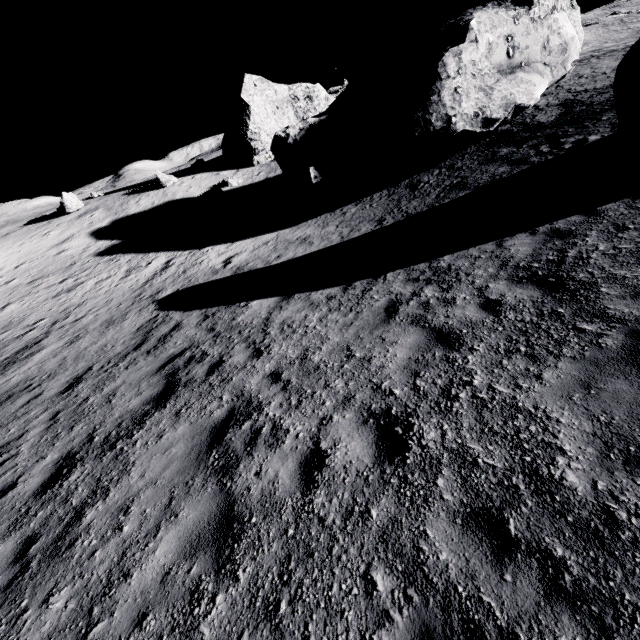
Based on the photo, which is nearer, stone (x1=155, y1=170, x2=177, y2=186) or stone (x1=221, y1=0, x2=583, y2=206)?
stone (x1=221, y1=0, x2=583, y2=206)

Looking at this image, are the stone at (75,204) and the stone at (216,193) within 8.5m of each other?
no

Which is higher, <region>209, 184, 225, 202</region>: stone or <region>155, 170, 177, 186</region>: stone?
<region>155, 170, 177, 186</region>: stone

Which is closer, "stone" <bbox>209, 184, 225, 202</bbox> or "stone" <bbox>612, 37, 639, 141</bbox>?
"stone" <bbox>612, 37, 639, 141</bbox>

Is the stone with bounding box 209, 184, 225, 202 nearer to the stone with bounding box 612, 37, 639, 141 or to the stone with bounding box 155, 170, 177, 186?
the stone with bounding box 155, 170, 177, 186

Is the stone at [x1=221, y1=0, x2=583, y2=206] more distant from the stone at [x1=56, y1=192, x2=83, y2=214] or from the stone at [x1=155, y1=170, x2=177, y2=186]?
the stone at [x1=56, y1=192, x2=83, y2=214]

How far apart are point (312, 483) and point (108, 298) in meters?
16.2 m

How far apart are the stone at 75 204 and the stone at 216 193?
13.5 meters
